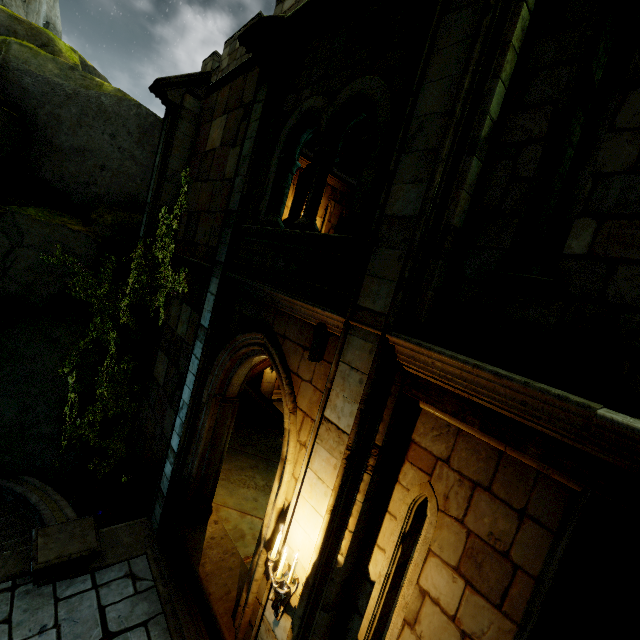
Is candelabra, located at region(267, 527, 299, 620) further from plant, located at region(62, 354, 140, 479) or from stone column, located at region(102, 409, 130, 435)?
stone column, located at region(102, 409, 130, 435)

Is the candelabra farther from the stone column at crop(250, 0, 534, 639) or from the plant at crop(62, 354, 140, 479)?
the plant at crop(62, 354, 140, 479)

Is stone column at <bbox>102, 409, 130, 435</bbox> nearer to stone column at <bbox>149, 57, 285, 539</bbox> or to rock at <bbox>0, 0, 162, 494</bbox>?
rock at <bbox>0, 0, 162, 494</bbox>

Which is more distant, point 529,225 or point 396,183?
point 396,183

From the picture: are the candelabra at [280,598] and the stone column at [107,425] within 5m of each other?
no

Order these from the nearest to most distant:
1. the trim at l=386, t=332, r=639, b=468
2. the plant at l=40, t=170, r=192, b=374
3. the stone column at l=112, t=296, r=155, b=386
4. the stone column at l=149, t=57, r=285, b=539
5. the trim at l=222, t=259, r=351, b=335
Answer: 1. the trim at l=386, t=332, r=639, b=468
2. the trim at l=222, t=259, r=351, b=335
3. the stone column at l=149, t=57, r=285, b=539
4. the plant at l=40, t=170, r=192, b=374
5. the stone column at l=112, t=296, r=155, b=386

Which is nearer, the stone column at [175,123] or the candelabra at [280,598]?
the candelabra at [280,598]

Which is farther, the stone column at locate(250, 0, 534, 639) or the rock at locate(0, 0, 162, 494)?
the rock at locate(0, 0, 162, 494)
